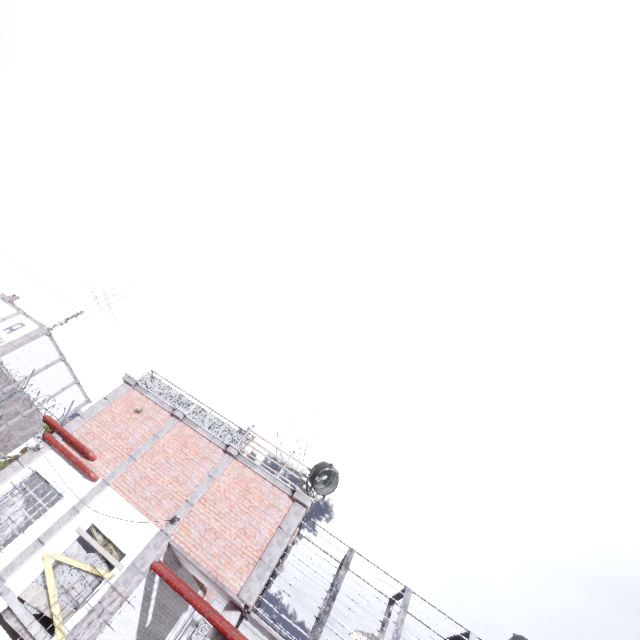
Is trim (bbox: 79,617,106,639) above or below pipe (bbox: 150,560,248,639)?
below

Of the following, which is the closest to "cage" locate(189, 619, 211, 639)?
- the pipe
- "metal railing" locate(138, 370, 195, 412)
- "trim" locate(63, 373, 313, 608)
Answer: "trim" locate(63, 373, 313, 608)

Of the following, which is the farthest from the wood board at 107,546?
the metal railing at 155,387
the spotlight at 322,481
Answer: the spotlight at 322,481

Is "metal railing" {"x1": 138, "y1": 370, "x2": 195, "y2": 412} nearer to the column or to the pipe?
the pipe

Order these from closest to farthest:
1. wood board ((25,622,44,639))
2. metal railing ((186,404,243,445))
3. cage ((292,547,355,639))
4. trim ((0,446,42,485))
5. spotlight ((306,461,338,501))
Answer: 1. wood board ((25,622,44,639))
2. cage ((292,547,355,639))
3. trim ((0,446,42,485))
4. spotlight ((306,461,338,501))
5. metal railing ((186,404,243,445))

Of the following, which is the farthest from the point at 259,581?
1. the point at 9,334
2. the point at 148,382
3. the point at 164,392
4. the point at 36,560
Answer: the point at 9,334

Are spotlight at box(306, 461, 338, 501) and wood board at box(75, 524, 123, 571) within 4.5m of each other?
no

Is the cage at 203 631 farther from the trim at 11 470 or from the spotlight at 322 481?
the spotlight at 322 481
